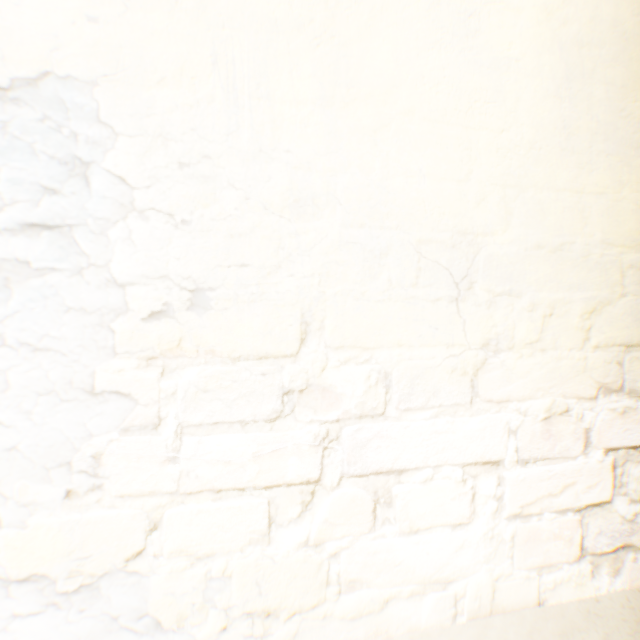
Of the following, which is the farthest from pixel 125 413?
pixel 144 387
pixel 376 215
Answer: pixel 376 215
